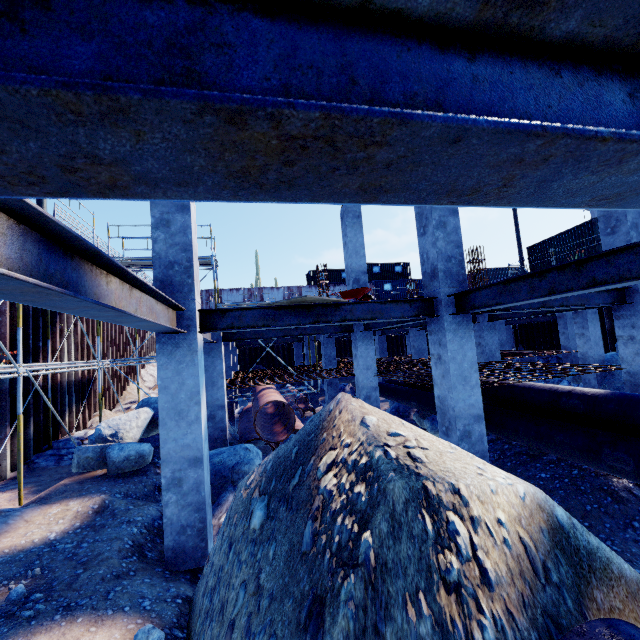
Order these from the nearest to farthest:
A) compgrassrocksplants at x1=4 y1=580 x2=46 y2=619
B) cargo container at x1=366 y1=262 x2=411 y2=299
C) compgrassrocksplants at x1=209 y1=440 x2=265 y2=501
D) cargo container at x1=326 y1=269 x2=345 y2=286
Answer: compgrassrocksplants at x1=4 y1=580 x2=46 y2=619
compgrassrocksplants at x1=209 y1=440 x2=265 y2=501
cargo container at x1=326 y1=269 x2=345 y2=286
cargo container at x1=366 y1=262 x2=411 y2=299

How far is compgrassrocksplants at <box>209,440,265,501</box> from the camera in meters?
7.0 m

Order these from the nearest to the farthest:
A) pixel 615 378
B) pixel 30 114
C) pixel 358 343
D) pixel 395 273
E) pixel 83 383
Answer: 1. pixel 30 114
2. pixel 358 343
3. pixel 615 378
4. pixel 83 383
5. pixel 395 273

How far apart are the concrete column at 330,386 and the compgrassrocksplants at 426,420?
5.13m

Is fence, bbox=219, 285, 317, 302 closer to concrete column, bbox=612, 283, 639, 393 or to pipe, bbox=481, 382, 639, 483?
pipe, bbox=481, 382, 639, 483

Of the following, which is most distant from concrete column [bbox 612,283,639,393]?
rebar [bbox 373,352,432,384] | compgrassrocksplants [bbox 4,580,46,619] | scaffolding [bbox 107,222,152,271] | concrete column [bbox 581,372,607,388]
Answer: compgrassrocksplants [bbox 4,580,46,619]

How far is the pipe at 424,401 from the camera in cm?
1056

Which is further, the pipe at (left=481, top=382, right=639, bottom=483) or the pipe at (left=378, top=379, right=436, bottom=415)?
the pipe at (left=378, top=379, right=436, bottom=415)
